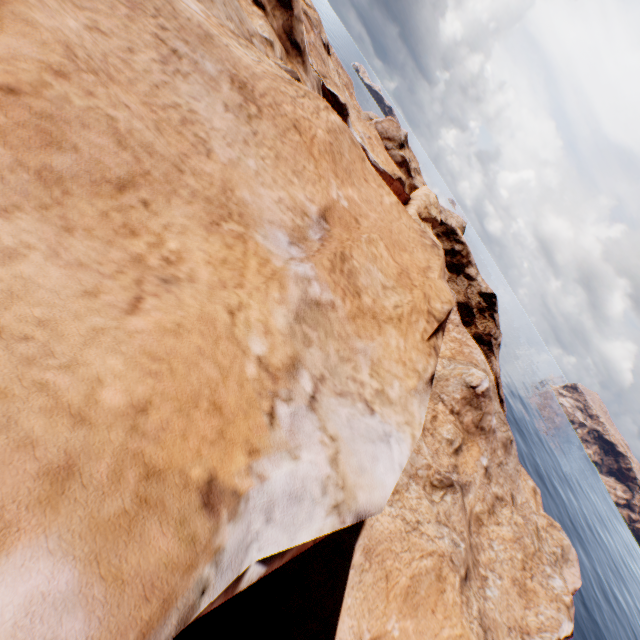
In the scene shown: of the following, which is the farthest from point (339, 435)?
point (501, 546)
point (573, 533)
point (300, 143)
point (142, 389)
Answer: point (573, 533)
